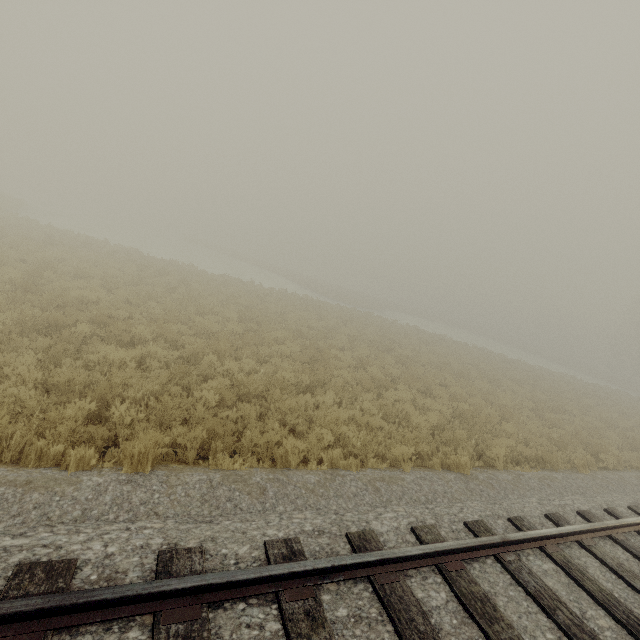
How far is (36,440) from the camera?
4.1 meters
